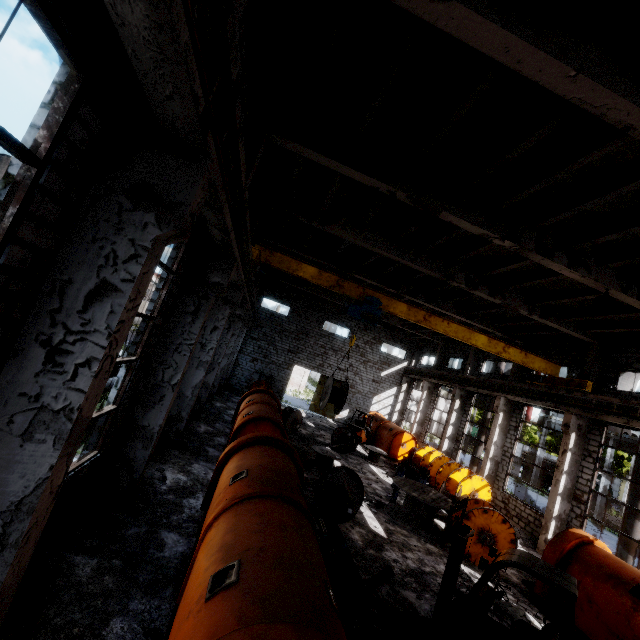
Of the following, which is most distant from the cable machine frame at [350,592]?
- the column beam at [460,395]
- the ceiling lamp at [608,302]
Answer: the column beam at [460,395]

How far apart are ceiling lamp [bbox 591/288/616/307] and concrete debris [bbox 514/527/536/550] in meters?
11.1 m

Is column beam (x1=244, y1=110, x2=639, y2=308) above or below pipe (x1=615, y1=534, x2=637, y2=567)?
above

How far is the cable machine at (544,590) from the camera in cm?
963

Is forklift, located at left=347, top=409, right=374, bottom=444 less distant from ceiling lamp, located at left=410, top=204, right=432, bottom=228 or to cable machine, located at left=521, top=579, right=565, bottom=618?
cable machine, located at left=521, top=579, right=565, bottom=618

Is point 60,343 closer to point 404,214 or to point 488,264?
point 404,214

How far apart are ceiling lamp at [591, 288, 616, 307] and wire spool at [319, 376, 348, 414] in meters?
9.2 m

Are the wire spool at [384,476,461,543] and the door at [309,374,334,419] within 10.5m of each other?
no
